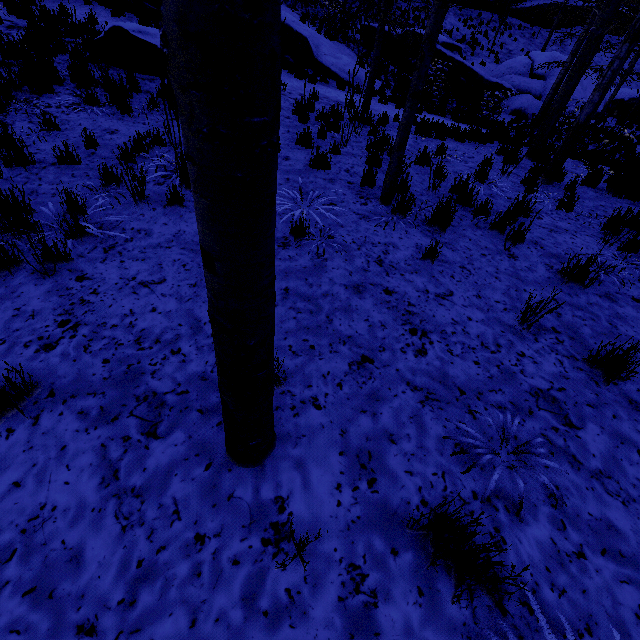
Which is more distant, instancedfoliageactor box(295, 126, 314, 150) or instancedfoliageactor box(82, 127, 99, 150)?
instancedfoliageactor box(295, 126, 314, 150)

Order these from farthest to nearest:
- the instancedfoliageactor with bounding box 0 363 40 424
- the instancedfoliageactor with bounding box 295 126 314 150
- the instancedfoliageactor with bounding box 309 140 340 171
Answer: the instancedfoliageactor with bounding box 295 126 314 150
the instancedfoliageactor with bounding box 309 140 340 171
the instancedfoliageactor with bounding box 0 363 40 424

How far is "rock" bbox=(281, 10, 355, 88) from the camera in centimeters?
1184cm

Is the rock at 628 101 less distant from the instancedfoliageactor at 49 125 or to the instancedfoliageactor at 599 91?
the instancedfoliageactor at 49 125

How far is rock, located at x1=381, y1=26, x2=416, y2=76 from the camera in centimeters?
1780cm

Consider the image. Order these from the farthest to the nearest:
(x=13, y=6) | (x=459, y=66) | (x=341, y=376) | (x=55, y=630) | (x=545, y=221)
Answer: (x=459, y=66) → (x=13, y=6) → (x=545, y=221) → (x=341, y=376) → (x=55, y=630)

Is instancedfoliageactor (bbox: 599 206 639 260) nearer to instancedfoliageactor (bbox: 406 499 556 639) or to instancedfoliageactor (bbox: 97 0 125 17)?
instancedfoliageactor (bbox: 406 499 556 639)

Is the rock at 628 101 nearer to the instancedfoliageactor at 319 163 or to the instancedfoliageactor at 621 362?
the instancedfoliageactor at 319 163
